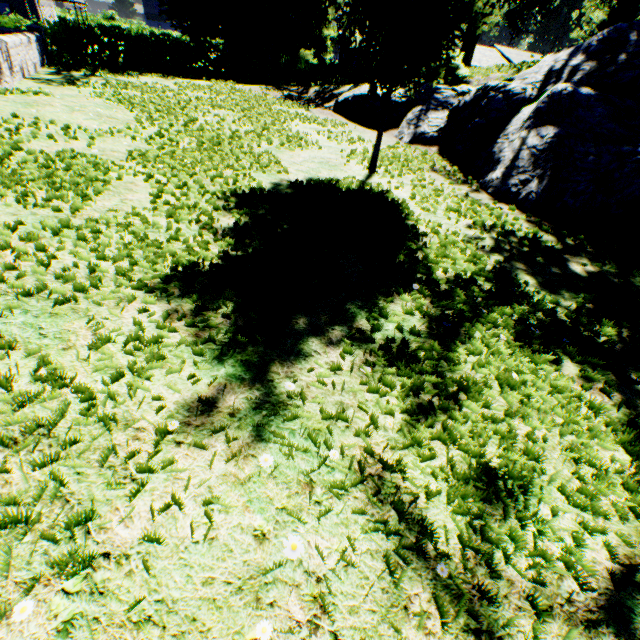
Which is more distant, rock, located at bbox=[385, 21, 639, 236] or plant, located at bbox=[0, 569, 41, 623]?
rock, located at bbox=[385, 21, 639, 236]

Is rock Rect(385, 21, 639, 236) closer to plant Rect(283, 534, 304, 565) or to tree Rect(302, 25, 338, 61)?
plant Rect(283, 534, 304, 565)

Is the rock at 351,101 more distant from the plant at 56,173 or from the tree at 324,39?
the tree at 324,39

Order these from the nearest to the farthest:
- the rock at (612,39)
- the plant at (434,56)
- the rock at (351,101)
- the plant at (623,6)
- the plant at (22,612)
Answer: the plant at (22,612)
the plant at (434,56)
the rock at (612,39)
the rock at (351,101)
the plant at (623,6)

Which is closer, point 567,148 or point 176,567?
point 176,567

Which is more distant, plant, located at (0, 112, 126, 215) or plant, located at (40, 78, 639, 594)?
plant, located at (0, 112, 126, 215)

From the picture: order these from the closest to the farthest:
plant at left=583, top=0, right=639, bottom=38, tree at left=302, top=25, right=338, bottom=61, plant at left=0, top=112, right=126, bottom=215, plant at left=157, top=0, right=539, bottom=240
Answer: plant at left=0, top=112, right=126, bottom=215 → plant at left=157, top=0, right=539, bottom=240 → tree at left=302, top=25, right=338, bottom=61 → plant at left=583, top=0, right=639, bottom=38
